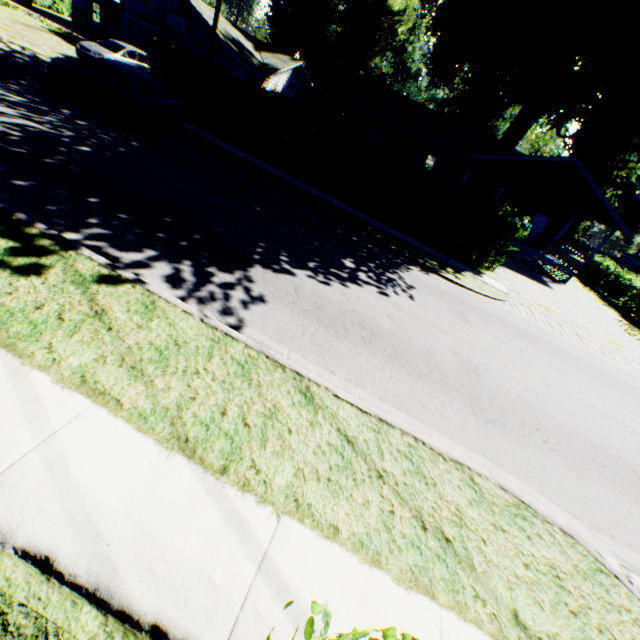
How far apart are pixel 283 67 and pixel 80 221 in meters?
30.2

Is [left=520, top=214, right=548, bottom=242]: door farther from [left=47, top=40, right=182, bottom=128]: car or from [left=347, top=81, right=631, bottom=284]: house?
[left=47, top=40, right=182, bottom=128]: car

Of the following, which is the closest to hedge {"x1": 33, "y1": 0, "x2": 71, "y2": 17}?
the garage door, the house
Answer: the garage door

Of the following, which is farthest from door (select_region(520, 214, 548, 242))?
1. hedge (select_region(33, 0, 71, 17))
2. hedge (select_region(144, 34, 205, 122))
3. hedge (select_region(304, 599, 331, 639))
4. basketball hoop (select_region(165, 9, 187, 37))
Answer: hedge (select_region(33, 0, 71, 17))

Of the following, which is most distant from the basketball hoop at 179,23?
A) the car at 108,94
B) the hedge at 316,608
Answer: the hedge at 316,608

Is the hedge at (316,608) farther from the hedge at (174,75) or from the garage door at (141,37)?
the garage door at (141,37)

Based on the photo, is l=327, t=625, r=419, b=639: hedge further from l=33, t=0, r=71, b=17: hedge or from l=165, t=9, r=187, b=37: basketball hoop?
l=33, t=0, r=71, b=17: hedge

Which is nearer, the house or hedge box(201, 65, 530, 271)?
hedge box(201, 65, 530, 271)
